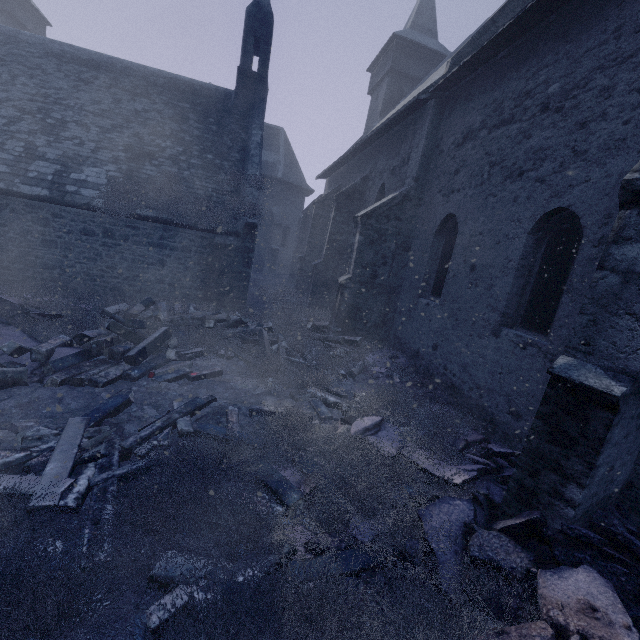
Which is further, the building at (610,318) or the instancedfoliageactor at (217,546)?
the building at (610,318)

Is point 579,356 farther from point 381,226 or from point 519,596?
point 381,226

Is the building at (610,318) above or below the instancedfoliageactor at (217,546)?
above

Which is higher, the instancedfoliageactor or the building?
the building

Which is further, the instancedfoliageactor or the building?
the building
